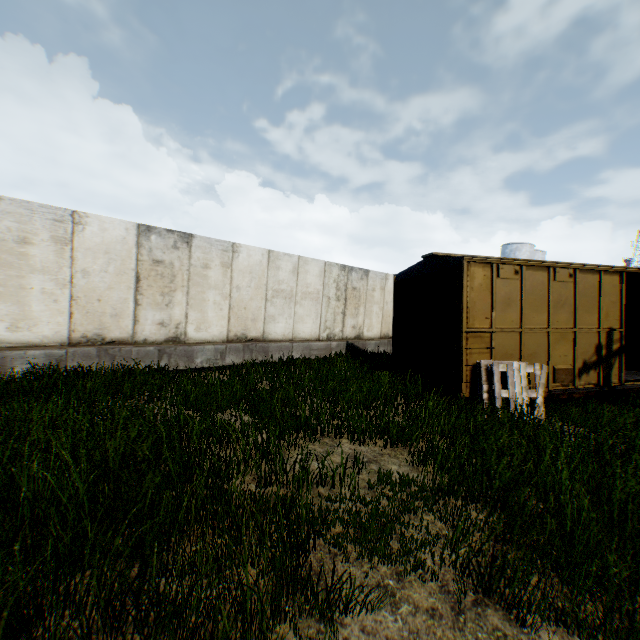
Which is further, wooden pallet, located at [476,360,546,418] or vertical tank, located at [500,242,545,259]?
vertical tank, located at [500,242,545,259]

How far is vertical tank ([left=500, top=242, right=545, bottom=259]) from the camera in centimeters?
4403cm

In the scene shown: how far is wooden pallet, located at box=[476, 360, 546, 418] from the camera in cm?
702

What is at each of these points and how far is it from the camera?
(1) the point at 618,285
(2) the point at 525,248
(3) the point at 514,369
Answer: (1) train, 8.67m
(2) vertical tank, 43.97m
(3) wooden pallet, 7.18m

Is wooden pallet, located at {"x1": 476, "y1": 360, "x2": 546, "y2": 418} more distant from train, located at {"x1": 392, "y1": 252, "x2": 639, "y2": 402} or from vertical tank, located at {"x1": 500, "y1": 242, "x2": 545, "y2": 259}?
vertical tank, located at {"x1": 500, "y1": 242, "x2": 545, "y2": 259}

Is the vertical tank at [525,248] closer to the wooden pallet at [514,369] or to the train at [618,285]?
the train at [618,285]

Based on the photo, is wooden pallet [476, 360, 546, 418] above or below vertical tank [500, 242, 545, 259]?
below

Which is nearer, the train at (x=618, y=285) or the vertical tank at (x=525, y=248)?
the train at (x=618, y=285)
